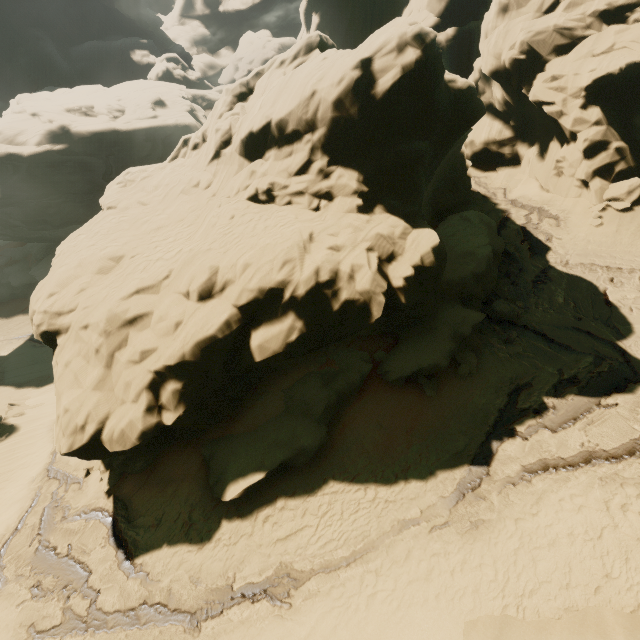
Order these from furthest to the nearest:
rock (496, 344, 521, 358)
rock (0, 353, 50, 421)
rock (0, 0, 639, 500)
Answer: rock (0, 353, 50, 421)
rock (496, 344, 521, 358)
rock (0, 0, 639, 500)

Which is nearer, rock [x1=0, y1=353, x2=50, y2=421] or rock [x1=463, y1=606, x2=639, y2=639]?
rock [x1=463, y1=606, x2=639, y2=639]

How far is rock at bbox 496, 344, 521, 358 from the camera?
13.35m

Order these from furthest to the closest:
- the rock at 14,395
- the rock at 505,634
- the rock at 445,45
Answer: the rock at 14,395 < the rock at 445,45 < the rock at 505,634

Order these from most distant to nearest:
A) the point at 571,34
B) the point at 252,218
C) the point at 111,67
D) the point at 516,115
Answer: the point at 111,67
the point at 516,115
the point at 571,34
the point at 252,218

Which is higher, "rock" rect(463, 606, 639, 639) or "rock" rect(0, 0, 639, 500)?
"rock" rect(0, 0, 639, 500)

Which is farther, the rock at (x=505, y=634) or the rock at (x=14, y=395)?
the rock at (x=14, y=395)
